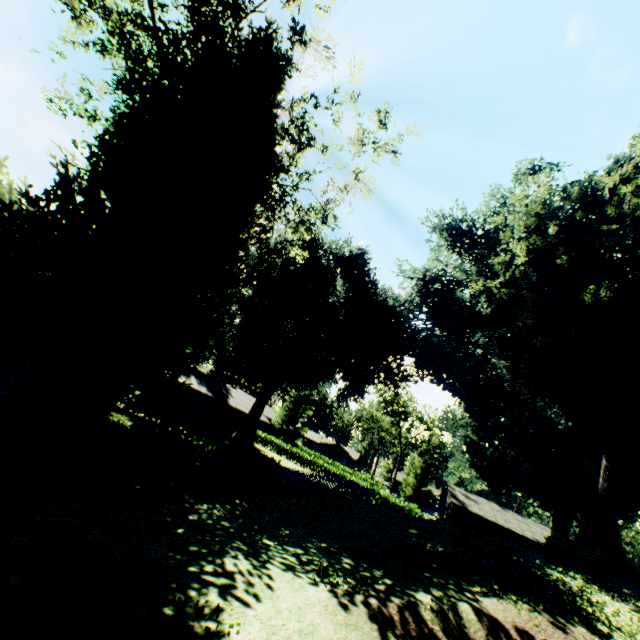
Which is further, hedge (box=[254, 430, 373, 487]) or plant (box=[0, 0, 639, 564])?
hedge (box=[254, 430, 373, 487])

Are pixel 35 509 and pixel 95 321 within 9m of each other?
yes

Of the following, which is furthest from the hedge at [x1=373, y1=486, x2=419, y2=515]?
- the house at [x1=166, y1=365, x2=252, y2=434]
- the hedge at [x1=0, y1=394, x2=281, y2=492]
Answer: the hedge at [x1=0, y1=394, x2=281, y2=492]

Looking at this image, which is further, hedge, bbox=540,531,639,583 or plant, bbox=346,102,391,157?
hedge, bbox=540,531,639,583

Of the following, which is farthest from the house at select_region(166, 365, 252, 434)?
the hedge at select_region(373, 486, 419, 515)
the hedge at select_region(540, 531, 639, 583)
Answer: the hedge at select_region(540, 531, 639, 583)

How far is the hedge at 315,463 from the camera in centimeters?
4606cm

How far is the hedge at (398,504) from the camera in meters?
36.5 m

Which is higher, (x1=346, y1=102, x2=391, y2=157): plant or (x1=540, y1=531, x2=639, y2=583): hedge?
(x1=346, y1=102, x2=391, y2=157): plant
